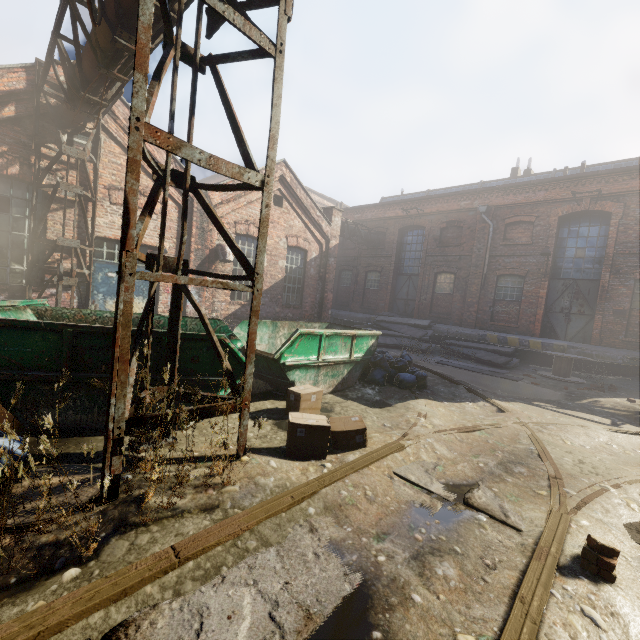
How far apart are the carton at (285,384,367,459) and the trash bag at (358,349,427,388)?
3.0m

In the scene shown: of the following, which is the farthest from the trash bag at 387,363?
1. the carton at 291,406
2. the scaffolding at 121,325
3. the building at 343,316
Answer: the building at 343,316

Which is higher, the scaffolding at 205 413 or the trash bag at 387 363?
the scaffolding at 205 413

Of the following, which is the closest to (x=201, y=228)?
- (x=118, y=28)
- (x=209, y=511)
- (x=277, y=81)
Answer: (x=118, y=28)

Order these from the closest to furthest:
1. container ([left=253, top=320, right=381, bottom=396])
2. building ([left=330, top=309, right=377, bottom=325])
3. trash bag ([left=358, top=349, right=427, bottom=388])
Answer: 1. container ([left=253, top=320, right=381, bottom=396])
2. trash bag ([left=358, top=349, right=427, bottom=388])
3. building ([left=330, top=309, right=377, bottom=325])

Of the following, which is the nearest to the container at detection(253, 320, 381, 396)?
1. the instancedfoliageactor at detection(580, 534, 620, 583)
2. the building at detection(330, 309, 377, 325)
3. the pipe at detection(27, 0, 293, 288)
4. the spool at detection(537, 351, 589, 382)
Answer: the pipe at detection(27, 0, 293, 288)

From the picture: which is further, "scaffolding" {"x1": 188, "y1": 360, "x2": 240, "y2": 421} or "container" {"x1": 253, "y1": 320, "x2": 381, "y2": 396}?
"container" {"x1": 253, "y1": 320, "x2": 381, "y2": 396}

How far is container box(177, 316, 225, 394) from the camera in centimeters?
434cm
